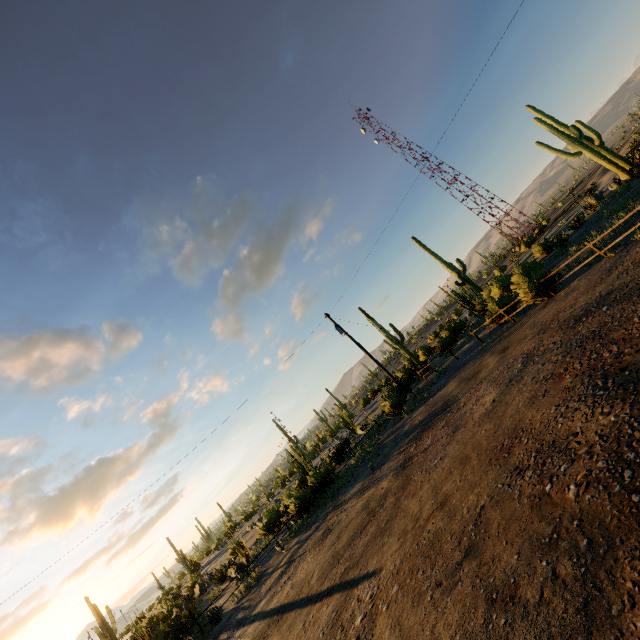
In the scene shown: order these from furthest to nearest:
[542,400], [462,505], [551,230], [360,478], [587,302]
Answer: [551,230], [360,478], [587,302], [542,400], [462,505]
